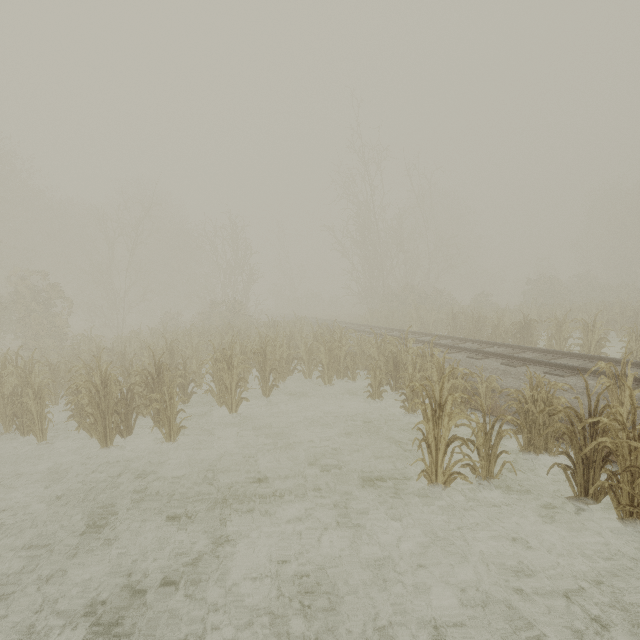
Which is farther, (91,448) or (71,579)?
(91,448)
